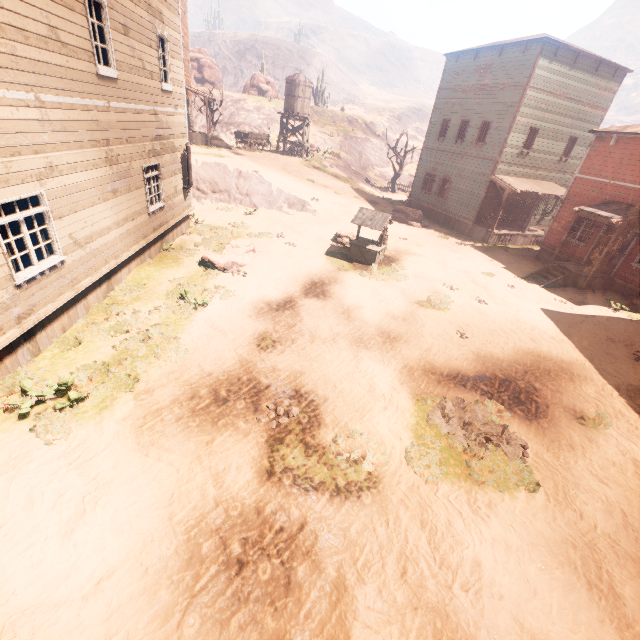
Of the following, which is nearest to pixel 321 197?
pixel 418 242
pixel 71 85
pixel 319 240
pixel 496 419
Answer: pixel 319 240

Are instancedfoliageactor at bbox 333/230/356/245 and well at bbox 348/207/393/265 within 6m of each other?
yes

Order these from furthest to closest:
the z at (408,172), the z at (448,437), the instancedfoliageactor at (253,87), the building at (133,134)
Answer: the instancedfoliageactor at (253,87)
the z at (408,172)
the building at (133,134)
the z at (448,437)

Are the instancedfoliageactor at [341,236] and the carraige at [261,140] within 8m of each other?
no

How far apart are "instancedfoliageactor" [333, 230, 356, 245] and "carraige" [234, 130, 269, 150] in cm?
1810

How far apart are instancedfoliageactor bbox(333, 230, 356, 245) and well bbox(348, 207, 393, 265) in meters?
0.7 m

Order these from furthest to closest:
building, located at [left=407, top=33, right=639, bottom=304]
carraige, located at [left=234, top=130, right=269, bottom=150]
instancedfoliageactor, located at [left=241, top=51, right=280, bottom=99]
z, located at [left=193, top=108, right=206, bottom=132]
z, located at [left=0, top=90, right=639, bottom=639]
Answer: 1. instancedfoliageactor, located at [left=241, top=51, right=280, bottom=99]
2. z, located at [left=193, top=108, right=206, bottom=132]
3. carraige, located at [left=234, top=130, right=269, bottom=150]
4. building, located at [left=407, top=33, right=639, bottom=304]
5. z, located at [left=0, top=90, right=639, bottom=639]

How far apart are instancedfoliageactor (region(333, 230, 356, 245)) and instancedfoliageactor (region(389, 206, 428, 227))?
7.4m
